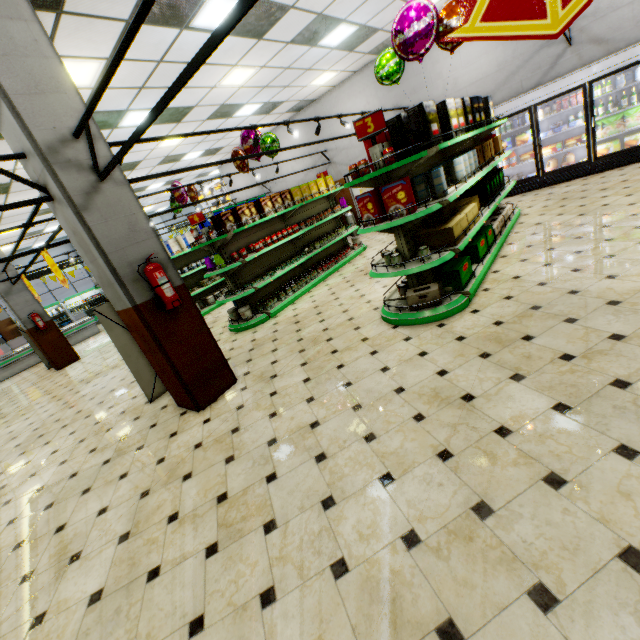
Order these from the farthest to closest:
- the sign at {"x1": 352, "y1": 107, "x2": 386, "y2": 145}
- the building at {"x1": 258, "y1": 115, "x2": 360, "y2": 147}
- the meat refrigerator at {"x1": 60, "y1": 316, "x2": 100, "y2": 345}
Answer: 1. the meat refrigerator at {"x1": 60, "y1": 316, "x2": 100, "y2": 345}
2. the building at {"x1": 258, "y1": 115, "x2": 360, "y2": 147}
3. the sign at {"x1": 352, "y1": 107, "x2": 386, "y2": 145}

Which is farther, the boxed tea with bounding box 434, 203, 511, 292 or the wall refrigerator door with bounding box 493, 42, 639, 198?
the wall refrigerator door with bounding box 493, 42, 639, 198

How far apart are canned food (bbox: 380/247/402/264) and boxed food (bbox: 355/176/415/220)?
0.5m

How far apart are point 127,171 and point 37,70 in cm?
907

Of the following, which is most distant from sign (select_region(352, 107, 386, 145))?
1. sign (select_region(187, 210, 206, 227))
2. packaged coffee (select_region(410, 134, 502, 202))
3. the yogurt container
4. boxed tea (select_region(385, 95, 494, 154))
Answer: the yogurt container

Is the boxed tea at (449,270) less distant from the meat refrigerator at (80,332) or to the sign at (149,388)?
the sign at (149,388)

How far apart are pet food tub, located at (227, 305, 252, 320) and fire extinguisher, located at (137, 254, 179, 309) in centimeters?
273cm

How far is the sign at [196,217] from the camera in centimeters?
628cm
